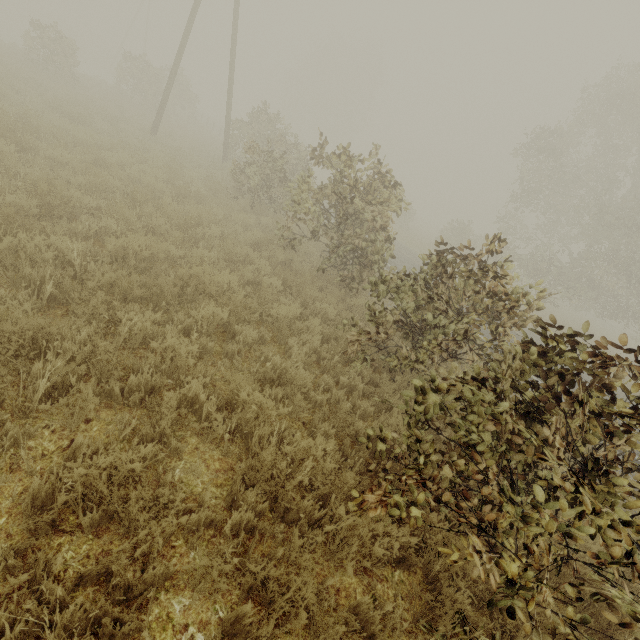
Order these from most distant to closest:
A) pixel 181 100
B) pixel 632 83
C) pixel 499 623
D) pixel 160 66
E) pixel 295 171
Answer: pixel 181 100, pixel 160 66, pixel 632 83, pixel 295 171, pixel 499 623
